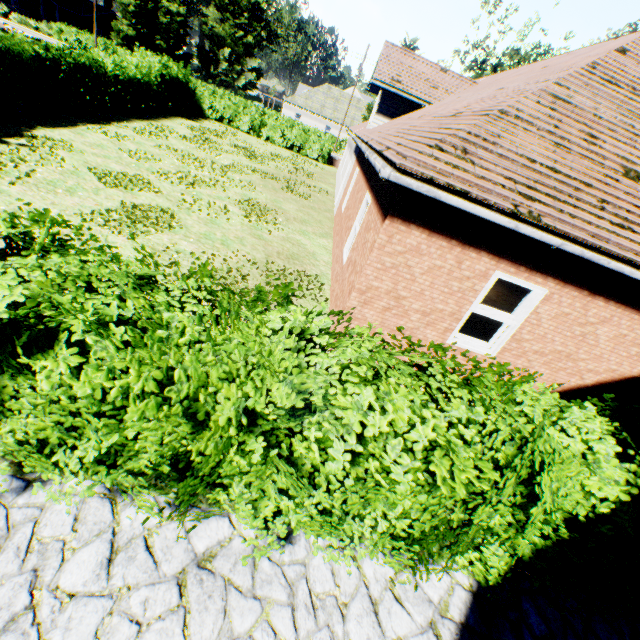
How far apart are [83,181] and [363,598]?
11.2m

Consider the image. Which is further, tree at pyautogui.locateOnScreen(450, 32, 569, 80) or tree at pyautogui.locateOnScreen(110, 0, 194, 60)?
tree at pyautogui.locateOnScreen(110, 0, 194, 60)

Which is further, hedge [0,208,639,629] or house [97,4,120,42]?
house [97,4,120,42]

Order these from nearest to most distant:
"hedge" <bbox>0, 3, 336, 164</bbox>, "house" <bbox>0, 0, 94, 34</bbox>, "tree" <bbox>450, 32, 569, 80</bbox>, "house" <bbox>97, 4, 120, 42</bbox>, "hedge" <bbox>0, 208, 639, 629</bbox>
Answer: "hedge" <bbox>0, 208, 639, 629</bbox> → "hedge" <bbox>0, 3, 336, 164</bbox> → "tree" <bbox>450, 32, 569, 80</bbox> → "house" <bbox>0, 0, 94, 34</bbox> → "house" <bbox>97, 4, 120, 42</bbox>

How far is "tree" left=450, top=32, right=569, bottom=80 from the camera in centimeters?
3462cm

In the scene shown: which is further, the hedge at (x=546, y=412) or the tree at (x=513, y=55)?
the tree at (x=513, y=55)
